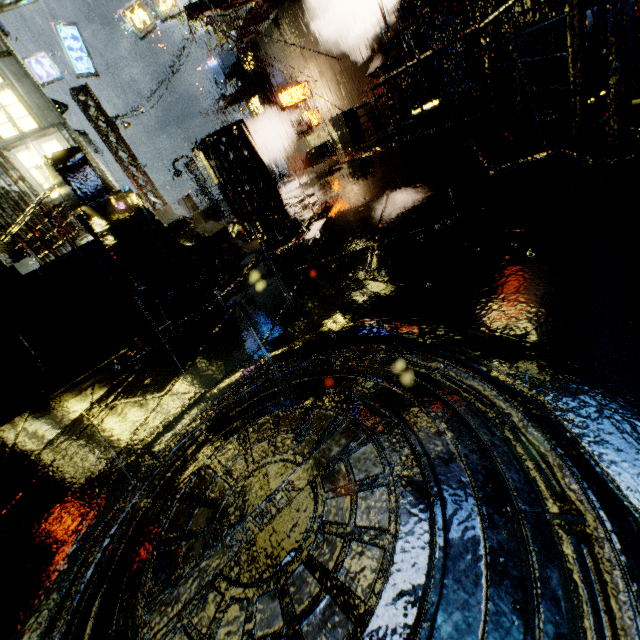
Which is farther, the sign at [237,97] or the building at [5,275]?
the sign at [237,97]

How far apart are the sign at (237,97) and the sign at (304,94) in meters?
6.8

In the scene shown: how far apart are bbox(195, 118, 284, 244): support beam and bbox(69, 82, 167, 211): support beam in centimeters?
1461cm

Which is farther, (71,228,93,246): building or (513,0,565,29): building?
(71,228,93,246): building

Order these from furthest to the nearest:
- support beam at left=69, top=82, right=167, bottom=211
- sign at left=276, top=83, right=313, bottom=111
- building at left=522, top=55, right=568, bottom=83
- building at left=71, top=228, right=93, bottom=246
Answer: support beam at left=69, top=82, right=167, bottom=211, sign at left=276, top=83, right=313, bottom=111, building at left=71, top=228, right=93, bottom=246, building at left=522, top=55, right=568, bottom=83

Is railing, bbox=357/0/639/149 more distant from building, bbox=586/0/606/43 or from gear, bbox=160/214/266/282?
gear, bbox=160/214/266/282

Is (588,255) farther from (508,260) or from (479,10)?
(479,10)

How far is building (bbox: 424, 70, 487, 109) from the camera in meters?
11.3 m
